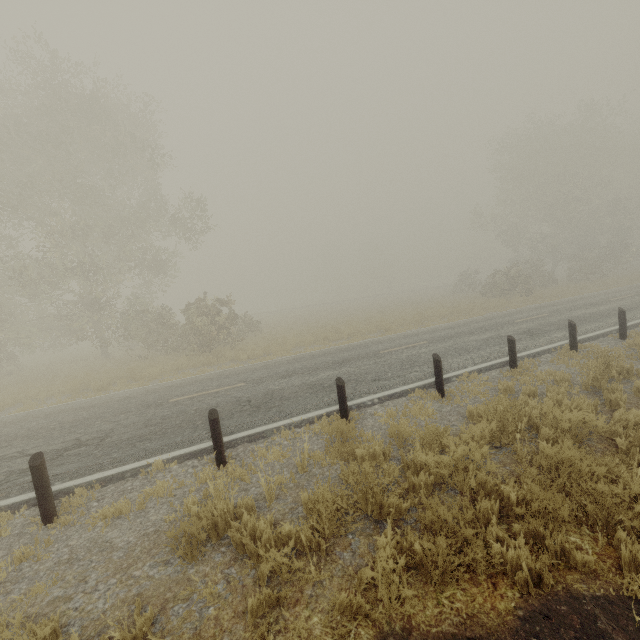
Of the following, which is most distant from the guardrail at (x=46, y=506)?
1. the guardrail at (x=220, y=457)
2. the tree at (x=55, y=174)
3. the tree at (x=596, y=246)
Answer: the tree at (x=596, y=246)

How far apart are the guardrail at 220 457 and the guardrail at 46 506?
2.24m

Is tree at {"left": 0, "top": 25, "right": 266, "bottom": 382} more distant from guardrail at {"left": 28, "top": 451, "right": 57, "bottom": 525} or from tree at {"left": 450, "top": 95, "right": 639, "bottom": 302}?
tree at {"left": 450, "top": 95, "right": 639, "bottom": 302}

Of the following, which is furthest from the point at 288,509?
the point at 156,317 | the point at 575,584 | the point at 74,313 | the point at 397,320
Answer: the point at 74,313

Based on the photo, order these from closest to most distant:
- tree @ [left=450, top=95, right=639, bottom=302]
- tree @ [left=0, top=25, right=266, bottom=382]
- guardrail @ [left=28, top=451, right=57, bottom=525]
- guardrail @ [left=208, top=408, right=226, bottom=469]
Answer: guardrail @ [left=28, top=451, right=57, bottom=525], guardrail @ [left=208, top=408, right=226, bottom=469], tree @ [left=0, top=25, right=266, bottom=382], tree @ [left=450, top=95, right=639, bottom=302]

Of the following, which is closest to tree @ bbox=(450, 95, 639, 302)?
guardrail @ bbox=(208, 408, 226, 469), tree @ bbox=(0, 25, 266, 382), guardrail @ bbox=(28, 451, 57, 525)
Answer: tree @ bbox=(0, 25, 266, 382)

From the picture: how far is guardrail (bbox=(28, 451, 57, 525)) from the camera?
4.76m

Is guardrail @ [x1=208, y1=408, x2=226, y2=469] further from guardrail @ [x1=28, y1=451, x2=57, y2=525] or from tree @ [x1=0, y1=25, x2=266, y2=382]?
tree @ [x1=0, y1=25, x2=266, y2=382]
